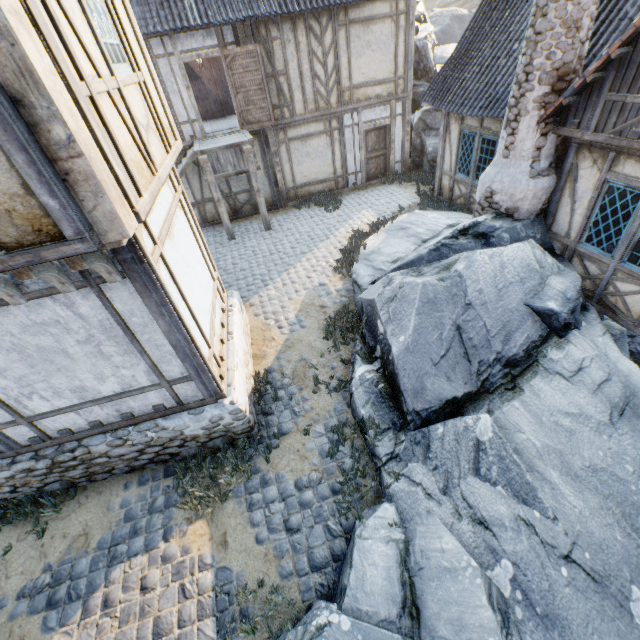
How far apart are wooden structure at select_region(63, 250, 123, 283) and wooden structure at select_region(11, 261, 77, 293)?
0.33m

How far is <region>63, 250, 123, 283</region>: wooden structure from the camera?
2.9m

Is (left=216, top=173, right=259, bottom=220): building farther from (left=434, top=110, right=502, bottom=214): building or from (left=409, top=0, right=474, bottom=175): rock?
(left=409, top=0, right=474, bottom=175): rock

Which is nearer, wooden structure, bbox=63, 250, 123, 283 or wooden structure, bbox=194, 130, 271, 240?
wooden structure, bbox=63, 250, 123, 283

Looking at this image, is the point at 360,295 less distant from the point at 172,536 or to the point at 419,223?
the point at 419,223

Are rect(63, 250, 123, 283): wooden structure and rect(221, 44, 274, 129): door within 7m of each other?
no

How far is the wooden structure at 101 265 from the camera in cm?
288

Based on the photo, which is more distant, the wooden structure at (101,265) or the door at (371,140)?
the door at (371,140)
